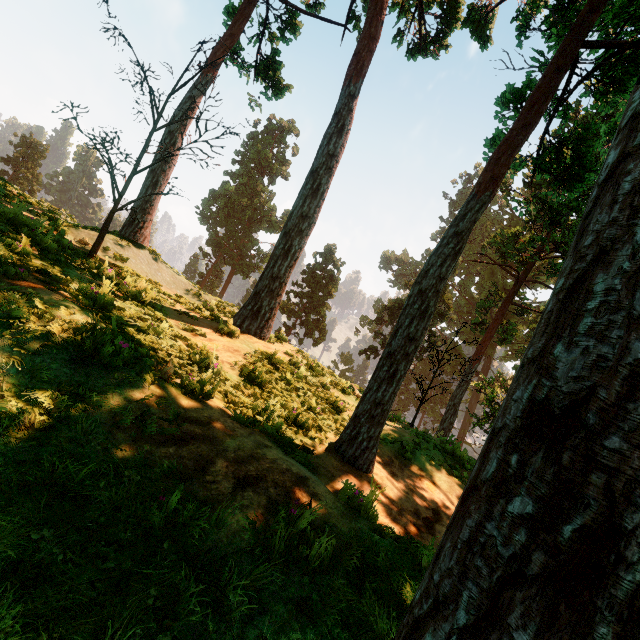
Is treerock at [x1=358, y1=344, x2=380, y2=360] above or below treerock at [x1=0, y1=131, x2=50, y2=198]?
below

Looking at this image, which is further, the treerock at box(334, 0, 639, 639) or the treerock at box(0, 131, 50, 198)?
the treerock at box(0, 131, 50, 198)

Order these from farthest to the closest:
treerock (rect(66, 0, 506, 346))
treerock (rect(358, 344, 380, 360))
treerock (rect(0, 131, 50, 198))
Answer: treerock (rect(0, 131, 50, 198))
treerock (rect(358, 344, 380, 360))
treerock (rect(66, 0, 506, 346))

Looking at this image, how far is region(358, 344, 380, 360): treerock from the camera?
34.6m

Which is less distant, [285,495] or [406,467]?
[285,495]

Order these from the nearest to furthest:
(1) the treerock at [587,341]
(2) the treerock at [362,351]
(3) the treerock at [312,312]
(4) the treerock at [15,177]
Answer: (1) the treerock at [587,341] → (3) the treerock at [312,312] → (2) the treerock at [362,351] → (4) the treerock at [15,177]

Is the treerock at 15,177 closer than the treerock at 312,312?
No
